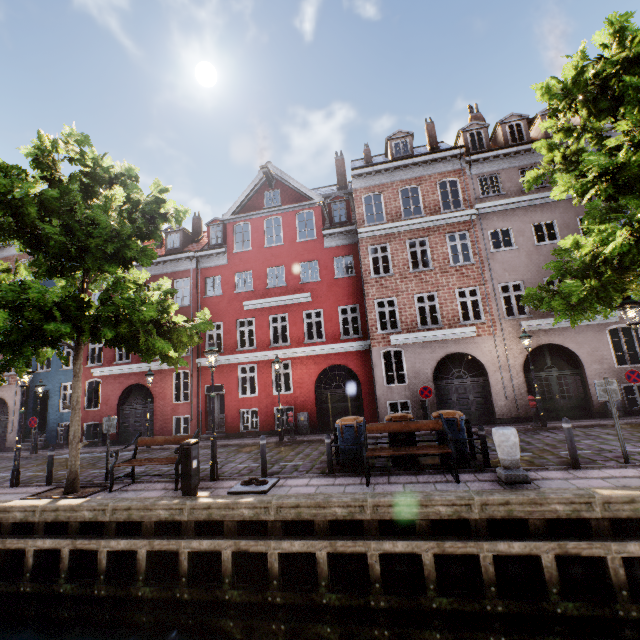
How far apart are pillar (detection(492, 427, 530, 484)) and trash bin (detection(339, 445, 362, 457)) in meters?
3.3 m

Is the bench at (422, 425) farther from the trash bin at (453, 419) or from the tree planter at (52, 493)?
the tree planter at (52, 493)

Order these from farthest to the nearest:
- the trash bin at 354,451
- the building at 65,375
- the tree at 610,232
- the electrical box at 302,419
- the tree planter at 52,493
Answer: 1. the building at 65,375
2. the electrical box at 302,419
3. the trash bin at 354,451
4. the tree planter at 52,493
5. the tree at 610,232

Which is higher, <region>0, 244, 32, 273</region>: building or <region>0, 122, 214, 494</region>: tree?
<region>0, 244, 32, 273</region>: building

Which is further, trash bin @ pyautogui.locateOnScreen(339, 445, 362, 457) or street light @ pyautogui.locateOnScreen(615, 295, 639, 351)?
trash bin @ pyautogui.locateOnScreen(339, 445, 362, 457)

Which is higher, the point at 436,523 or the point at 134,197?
the point at 134,197

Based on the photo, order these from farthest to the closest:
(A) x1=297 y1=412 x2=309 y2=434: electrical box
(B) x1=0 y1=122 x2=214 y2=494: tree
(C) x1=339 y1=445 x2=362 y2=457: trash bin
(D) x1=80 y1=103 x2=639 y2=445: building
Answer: (A) x1=297 y1=412 x2=309 y2=434: electrical box
(D) x1=80 y1=103 x2=639 y2=445: building
(C) x1=339 y1=445 x2=362 y2=457: trash bin
(B) x1=0 y1=122 x2=214 y2=494: tree

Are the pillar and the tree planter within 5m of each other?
no
